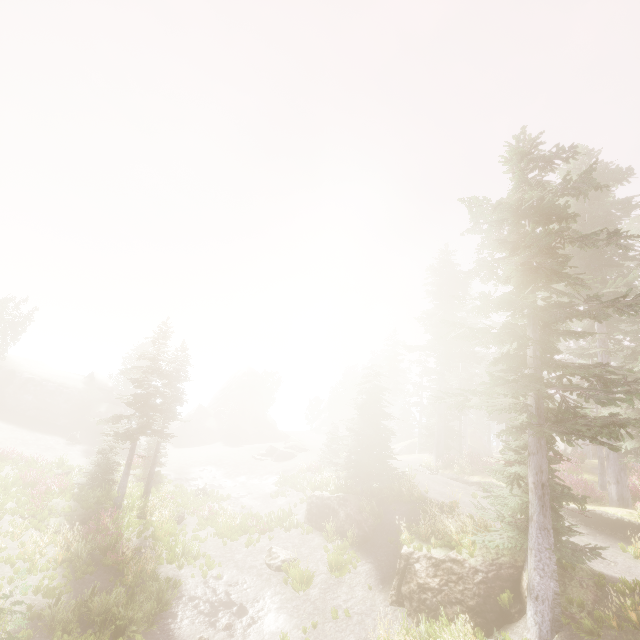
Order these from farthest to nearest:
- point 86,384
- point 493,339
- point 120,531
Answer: point 86,384 < point 120,531 < point 493,339

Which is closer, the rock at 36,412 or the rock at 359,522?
the rock at 359,522

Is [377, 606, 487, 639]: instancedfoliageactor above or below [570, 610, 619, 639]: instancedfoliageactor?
below

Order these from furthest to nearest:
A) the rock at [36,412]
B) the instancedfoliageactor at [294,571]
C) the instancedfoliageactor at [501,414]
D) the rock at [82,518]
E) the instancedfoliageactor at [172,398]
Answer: the rock at [36,412] → the rock at [82,518] → the instancedfoliageactor at [294,571] → the instancedfoliageactor at [172,398] → the instancedfoliageactor at [501,414]

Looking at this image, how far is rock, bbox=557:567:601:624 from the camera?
9.67m

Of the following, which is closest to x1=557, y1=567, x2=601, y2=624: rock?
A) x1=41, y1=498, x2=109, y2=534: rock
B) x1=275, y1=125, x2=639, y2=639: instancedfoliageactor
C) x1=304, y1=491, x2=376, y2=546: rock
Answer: x1=275, y1=125, x2=639, y2=639: instancedfoliageactor

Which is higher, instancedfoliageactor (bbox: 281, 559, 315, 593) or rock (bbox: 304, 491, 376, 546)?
rock (bbox: 304, 491, 376, 546)

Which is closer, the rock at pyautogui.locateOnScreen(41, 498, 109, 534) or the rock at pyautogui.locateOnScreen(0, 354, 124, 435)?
the rock at pyautogui.locateOnScreen(41, 498, 109, 534)
